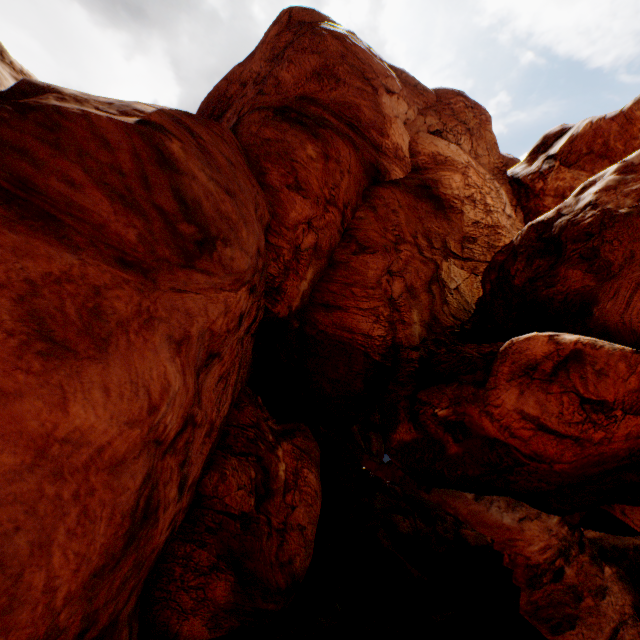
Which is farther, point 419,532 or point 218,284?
point 419,532
